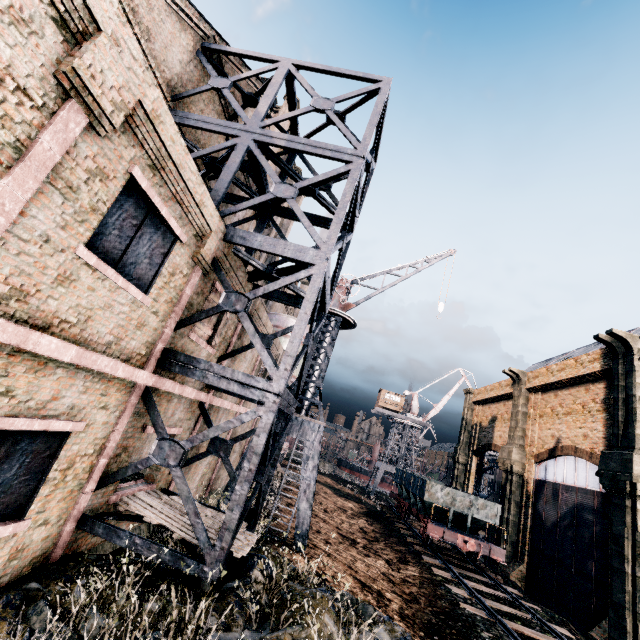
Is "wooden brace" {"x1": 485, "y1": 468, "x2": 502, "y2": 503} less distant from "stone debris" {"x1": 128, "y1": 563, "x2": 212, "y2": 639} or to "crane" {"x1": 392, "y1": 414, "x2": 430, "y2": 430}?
"stone debris" {"x1": 128, "y1": 563, "x2": 212, "y2": 639}

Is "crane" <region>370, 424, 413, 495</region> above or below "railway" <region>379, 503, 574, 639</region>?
above

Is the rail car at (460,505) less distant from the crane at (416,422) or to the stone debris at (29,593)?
the stone debris at (29,593)

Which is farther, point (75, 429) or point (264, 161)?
point (264, 161)

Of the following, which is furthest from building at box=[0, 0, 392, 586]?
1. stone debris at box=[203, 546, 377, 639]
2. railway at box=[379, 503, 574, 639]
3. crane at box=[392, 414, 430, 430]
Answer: crane at box=[392, 414, 430, 430]

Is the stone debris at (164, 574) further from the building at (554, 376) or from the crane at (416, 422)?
the crane at (416, 422)

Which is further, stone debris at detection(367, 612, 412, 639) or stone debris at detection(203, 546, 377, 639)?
stone debris at detection(367, 612, 412, 639)

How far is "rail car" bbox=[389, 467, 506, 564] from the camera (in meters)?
19.88
